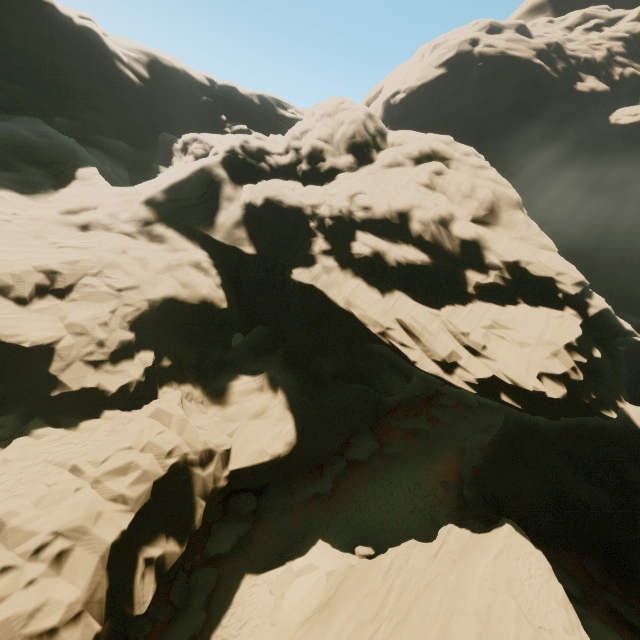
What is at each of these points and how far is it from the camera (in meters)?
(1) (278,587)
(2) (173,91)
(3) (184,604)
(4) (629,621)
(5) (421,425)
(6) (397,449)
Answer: (1) rock, 16.83
(2) rock, 45.31
(3) rock, 15.17
(4) rock, 19.36
(5) rock, 34.25
(6) rock, 30.55

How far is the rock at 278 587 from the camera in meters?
15.6

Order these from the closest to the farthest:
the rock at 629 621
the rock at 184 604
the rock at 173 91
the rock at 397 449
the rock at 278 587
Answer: the rock at 173 91, the rock at 184 604, the rock at 278 587, the rock at 629 621, the rock at 397 449

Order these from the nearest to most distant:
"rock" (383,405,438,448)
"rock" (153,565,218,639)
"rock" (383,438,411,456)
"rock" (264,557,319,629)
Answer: "rock" (153,565,218,639), "rock" (264,557,319,629), "rock" (383,438,411,456), "rock" (383,405,438,448)

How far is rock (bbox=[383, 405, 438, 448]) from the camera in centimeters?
3275cm

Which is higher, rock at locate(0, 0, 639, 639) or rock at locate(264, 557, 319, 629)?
rock at locate(0, 0, 639, 639)
